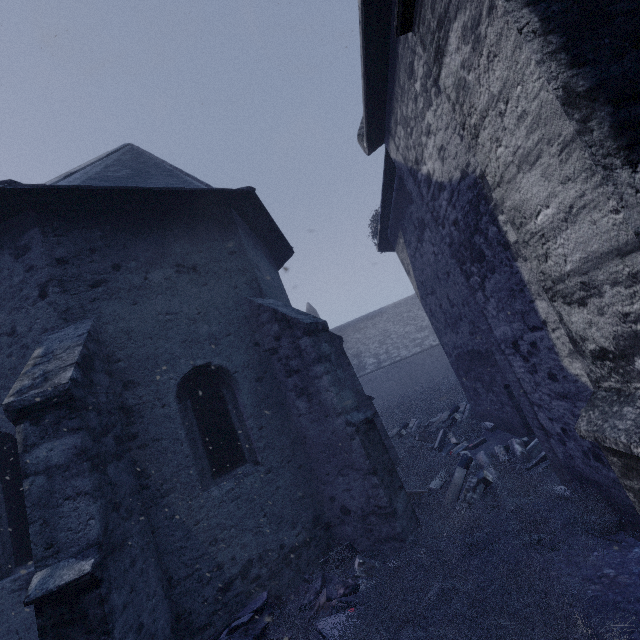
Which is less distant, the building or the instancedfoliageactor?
the building

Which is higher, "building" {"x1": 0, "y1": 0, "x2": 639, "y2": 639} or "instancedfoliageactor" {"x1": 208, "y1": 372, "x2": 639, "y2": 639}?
"building" {"x1": 0, "y1": 0, "x2": 639, "y2": 639}

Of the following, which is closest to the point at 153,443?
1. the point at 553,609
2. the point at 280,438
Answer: the point at 280,438

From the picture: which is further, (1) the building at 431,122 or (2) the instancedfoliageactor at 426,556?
(2) the instancedfoliageactor at 426,556

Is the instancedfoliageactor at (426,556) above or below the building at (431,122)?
below
